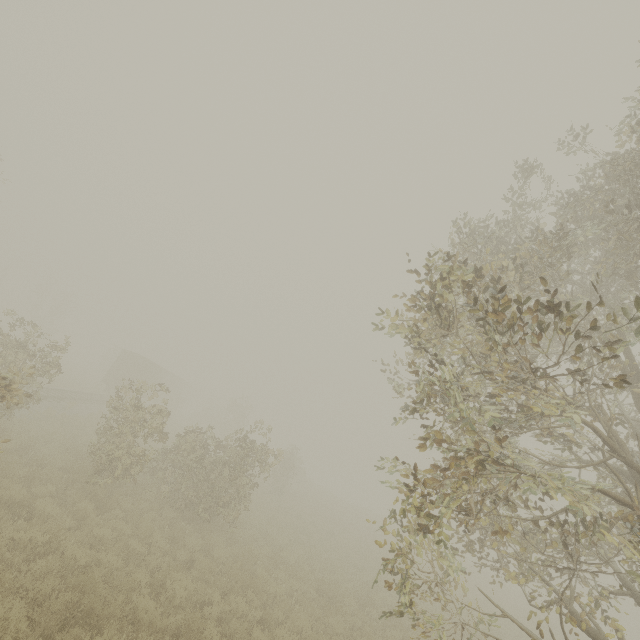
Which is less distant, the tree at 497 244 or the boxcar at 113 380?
the tree at 497 244

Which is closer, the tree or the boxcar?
the tree

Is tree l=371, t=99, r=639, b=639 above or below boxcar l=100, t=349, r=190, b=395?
above

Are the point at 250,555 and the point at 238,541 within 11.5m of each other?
yes

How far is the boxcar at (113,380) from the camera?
31.9m

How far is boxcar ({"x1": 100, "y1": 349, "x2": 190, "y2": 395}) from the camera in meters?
31.9 m
